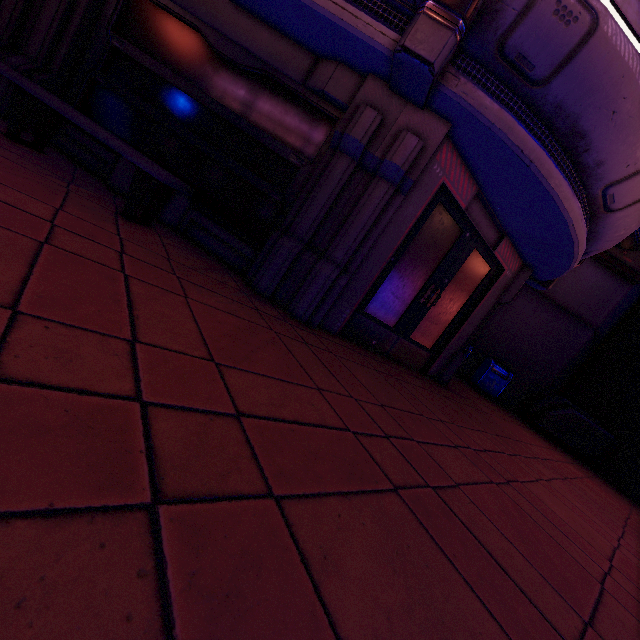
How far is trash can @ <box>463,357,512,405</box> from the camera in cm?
1082

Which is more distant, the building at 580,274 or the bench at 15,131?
the building at 580,274

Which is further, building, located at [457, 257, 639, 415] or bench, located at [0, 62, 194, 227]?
building, located at [457, 257, 639, 415]

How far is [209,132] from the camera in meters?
4.6

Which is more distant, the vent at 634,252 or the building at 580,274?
the building at 580,274

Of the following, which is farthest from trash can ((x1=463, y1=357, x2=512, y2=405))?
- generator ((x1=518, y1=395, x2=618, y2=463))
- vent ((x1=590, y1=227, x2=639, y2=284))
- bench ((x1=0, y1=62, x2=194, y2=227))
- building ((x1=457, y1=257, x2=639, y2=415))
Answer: bench ((x1=0, y1=62, x2=194, y2=227))

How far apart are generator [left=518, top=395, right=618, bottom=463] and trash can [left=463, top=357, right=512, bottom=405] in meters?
1.1

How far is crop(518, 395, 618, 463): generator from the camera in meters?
10.3 m
